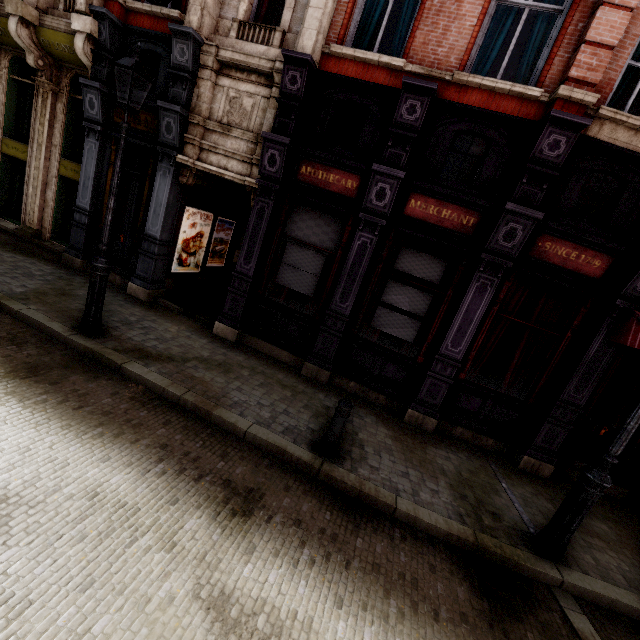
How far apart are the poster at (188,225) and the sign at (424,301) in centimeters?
585cm

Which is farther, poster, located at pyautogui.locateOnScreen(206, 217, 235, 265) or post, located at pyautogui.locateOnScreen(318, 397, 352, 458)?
poster, located at pyautogui.locateOnScreen(206, 217, 235, 265)

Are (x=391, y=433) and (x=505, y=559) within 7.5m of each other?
yes

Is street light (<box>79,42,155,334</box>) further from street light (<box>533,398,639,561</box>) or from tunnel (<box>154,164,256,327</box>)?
street light (<box>533,398,639,561</box>)

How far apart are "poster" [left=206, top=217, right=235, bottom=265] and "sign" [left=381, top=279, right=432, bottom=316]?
6.19m

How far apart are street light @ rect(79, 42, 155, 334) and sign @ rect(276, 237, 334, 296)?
3.3m

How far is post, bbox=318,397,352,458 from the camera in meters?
4.8

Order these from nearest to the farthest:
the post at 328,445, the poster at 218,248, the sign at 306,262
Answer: the post at 328,445 < the sign at 306,262 < the poster at 218,248
